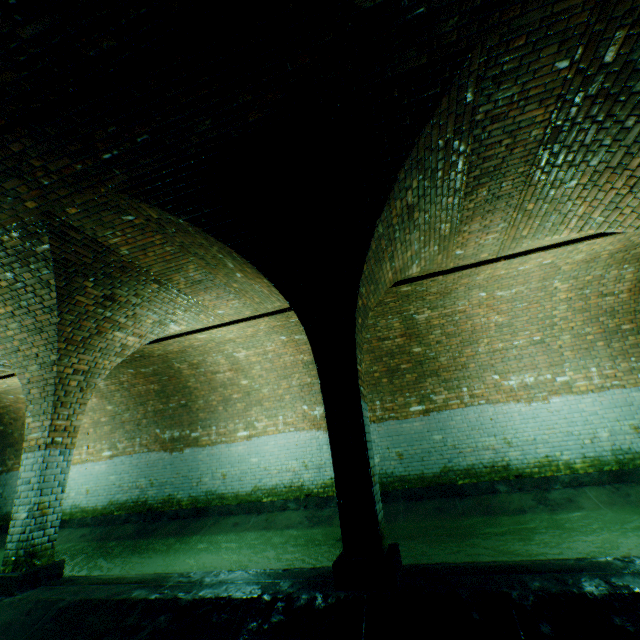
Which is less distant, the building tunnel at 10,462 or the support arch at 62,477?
the support arch at 62,477

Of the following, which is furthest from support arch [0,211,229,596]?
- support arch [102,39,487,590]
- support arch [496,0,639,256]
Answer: support arch [496,0,639,256]

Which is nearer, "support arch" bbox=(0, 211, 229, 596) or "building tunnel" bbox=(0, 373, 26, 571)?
"support arch" bbox=(0, 211, 229, 596)

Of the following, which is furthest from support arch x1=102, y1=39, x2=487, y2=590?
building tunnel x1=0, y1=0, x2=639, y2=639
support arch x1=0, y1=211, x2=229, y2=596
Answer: support arch x1=0, y1=211, x2=229, y2=596

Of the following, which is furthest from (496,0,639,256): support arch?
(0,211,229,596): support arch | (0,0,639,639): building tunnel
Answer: (0,211,229,596): support arch

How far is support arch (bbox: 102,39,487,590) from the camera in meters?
3.2 m

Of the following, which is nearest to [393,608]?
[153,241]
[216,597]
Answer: [216,597]

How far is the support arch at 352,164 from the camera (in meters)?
3.15
